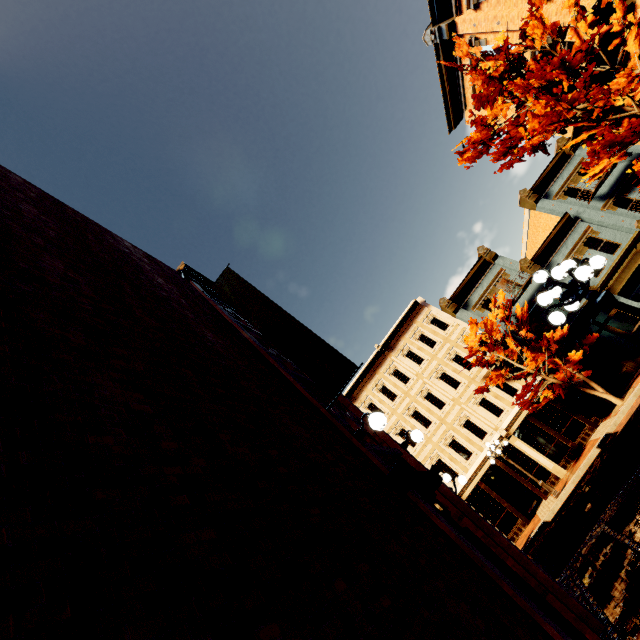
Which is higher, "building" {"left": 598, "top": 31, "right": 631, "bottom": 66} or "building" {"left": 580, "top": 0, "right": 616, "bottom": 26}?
"building" {"left": 580, "top": 0, "right": 616, "bottom": 26}

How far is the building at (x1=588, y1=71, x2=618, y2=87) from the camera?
13.50m

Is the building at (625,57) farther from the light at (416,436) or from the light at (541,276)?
the light at (416,436)

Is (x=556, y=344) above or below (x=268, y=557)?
above

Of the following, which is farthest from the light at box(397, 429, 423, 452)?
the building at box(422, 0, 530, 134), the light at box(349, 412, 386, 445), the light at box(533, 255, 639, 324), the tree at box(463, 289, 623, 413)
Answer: the building at box(422, 0, 530, 134)

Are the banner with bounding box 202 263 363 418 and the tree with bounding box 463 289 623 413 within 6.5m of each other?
no

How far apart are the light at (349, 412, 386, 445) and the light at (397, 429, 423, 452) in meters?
2.7

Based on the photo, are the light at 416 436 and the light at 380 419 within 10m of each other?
yes
